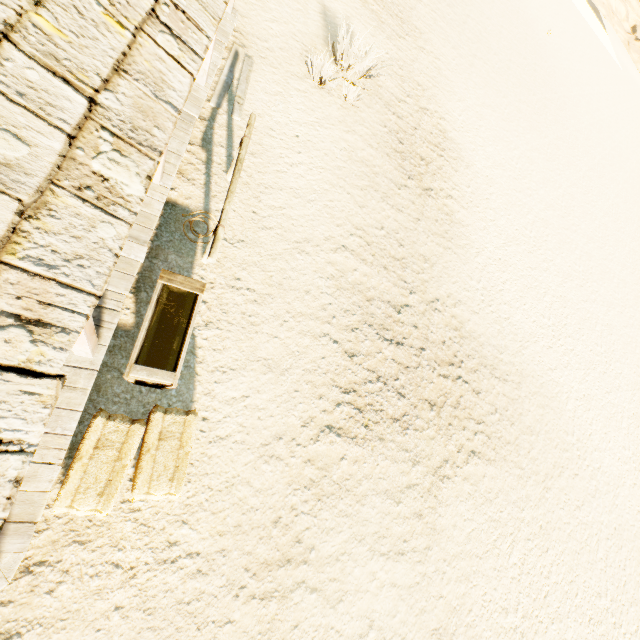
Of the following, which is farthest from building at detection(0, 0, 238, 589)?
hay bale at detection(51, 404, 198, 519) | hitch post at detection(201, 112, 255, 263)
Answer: hitch post at detection(201, 112, 255, 263)

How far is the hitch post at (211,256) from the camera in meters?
4.2 m

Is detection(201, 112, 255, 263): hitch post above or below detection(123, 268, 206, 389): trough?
above

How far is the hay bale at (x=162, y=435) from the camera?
3.25m

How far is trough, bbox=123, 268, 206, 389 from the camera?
3.9 meters

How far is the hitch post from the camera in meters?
4.2

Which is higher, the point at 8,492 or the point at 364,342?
the point at 8,492

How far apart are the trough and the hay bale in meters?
0.2
